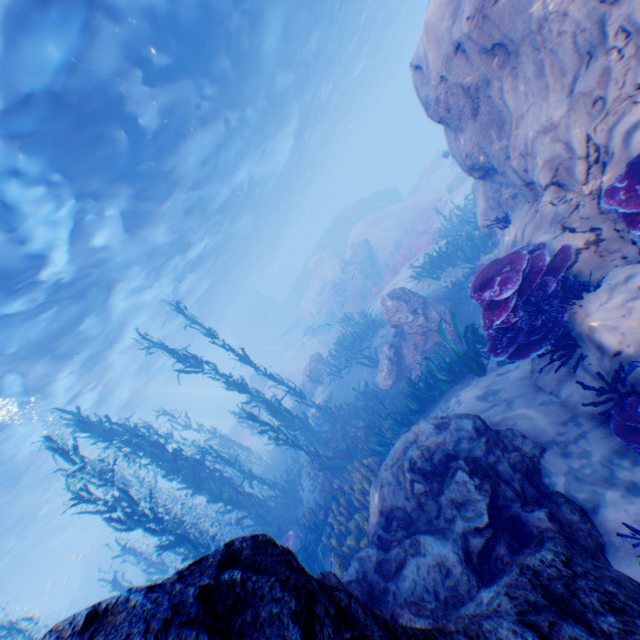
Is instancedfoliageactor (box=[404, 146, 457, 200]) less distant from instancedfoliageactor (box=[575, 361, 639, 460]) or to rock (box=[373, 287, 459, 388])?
rock (box=[373, 287, 459, 388])

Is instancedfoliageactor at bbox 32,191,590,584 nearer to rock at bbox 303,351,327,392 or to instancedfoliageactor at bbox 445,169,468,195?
rock at bbox 303,351,327,392

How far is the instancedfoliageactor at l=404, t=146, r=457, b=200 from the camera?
24.83m

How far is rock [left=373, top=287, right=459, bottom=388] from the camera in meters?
10.4 m

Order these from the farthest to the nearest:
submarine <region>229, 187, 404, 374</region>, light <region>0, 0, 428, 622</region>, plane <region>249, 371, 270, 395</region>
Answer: submarine <region>229, 187, 404, 374</region>
plane <region>249, 371, 270, 395</region>
light <region>0, 0, 428, 622</region>

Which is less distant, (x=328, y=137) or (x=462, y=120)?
(x=462, y=120)

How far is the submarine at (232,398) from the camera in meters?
49.6

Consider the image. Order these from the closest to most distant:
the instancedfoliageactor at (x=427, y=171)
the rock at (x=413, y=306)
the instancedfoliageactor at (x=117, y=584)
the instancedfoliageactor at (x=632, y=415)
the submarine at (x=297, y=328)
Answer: the instancedfoliageactor at (x=632, y=415)
the rock at (x=413, y=306)
the instancedfoliageactor at (x=117, y=584)
the instancedfoliageactor at (x=427, y=171)
the submarine at (x=297, y=328)
